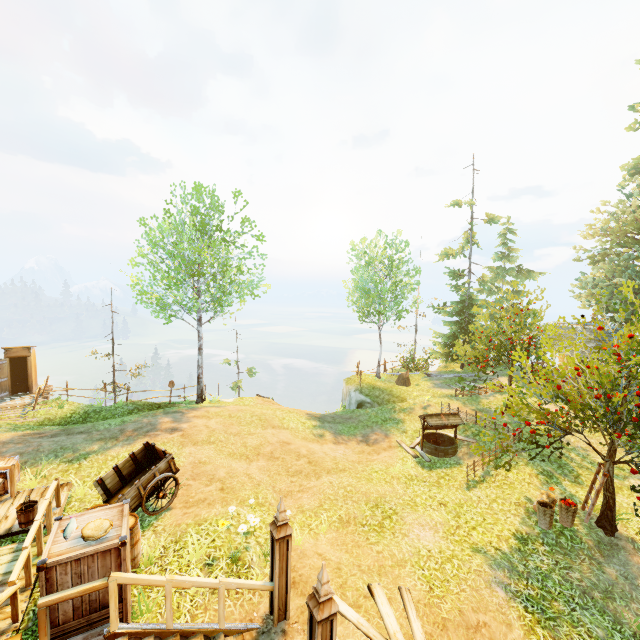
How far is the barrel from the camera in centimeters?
662cm

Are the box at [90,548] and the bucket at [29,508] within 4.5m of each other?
yes

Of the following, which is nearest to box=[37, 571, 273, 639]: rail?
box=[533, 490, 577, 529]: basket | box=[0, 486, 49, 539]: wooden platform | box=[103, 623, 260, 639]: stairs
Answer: box=[103, 623, 260, 639]: stairs

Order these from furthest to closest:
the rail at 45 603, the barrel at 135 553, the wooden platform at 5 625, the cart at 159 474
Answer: the cart at 159 474, the barrel at 135 553, the wooden platform at 5 625, the rail at 45 603

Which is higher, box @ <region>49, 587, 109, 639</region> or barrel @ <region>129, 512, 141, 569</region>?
Answer: box @ <region>49, 587, 109, 639</region>

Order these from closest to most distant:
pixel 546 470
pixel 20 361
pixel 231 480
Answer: pixel 231 480 → pixel 546 470 → pixel 20 361

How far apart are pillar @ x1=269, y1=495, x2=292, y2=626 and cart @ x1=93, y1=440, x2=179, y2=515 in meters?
3.9

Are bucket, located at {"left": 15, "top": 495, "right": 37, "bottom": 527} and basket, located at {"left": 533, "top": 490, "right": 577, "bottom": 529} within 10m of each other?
no
